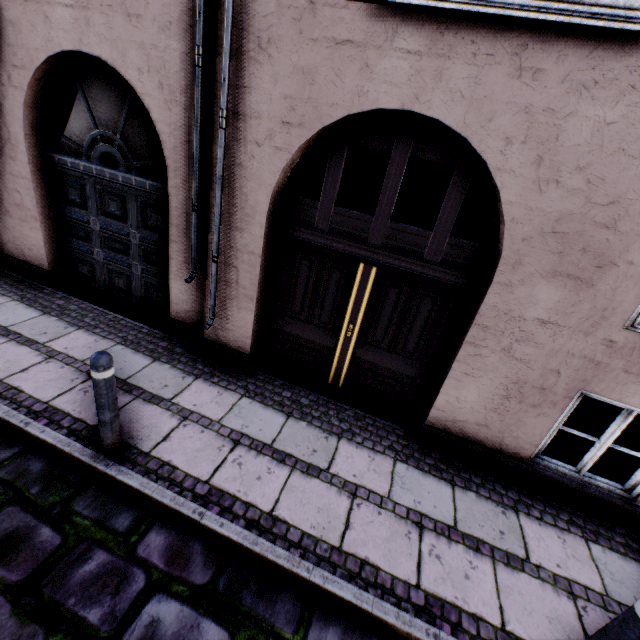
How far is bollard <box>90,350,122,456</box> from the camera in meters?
2.6

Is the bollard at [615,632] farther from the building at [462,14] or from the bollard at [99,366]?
the bollard at [99,366]

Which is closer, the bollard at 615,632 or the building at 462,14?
the bollard at 615,632

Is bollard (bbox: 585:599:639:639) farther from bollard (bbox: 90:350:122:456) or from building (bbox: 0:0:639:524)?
bollard (bbox: 90:350:122:456)

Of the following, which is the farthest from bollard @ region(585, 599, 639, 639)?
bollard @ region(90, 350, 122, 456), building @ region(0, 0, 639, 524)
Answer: bollard @ region(90, 350, 122, 456)

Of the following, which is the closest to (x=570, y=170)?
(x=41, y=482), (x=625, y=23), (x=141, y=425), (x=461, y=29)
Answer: (x=625, y=23)
